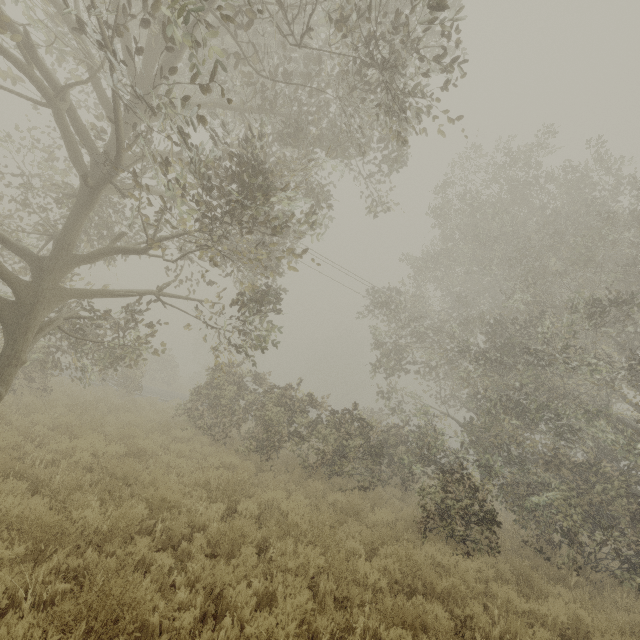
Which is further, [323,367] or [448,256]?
[323,367]
